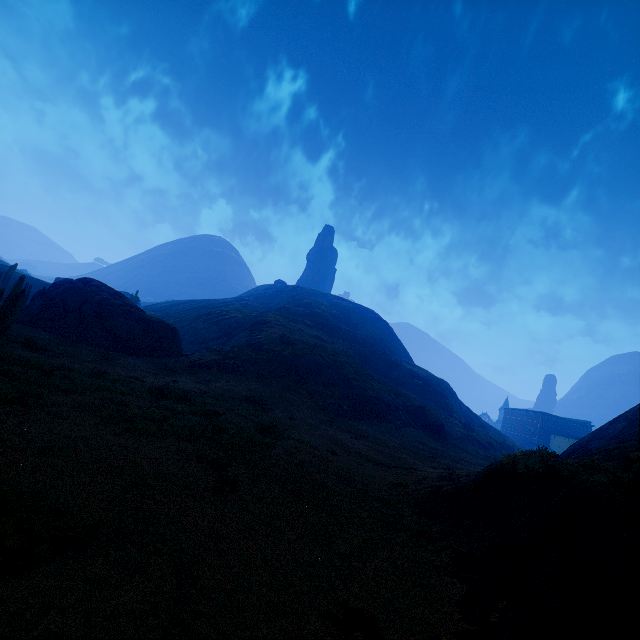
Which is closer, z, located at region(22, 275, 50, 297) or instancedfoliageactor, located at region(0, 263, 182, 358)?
instancedfoliageactor, located at region(0, 263, 182, 358)

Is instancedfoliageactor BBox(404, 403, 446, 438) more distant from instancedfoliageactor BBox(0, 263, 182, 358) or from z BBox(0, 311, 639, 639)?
instancedfoliageactor BBox(0, 263, 182, 358)

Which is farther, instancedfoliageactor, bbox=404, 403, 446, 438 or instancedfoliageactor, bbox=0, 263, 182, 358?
instancedfoliageactor, bbox=404, 403, 446, 438

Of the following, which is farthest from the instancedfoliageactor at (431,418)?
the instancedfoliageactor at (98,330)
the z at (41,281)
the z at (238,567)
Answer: the z at (41,281)

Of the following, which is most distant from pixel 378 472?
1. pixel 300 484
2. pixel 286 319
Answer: pixel 286 319

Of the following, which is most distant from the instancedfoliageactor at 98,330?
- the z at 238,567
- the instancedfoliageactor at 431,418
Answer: the instancedfoliageactor at 431,418

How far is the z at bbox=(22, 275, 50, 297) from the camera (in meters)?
54.22

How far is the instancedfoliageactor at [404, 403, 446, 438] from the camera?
35.4 meters
